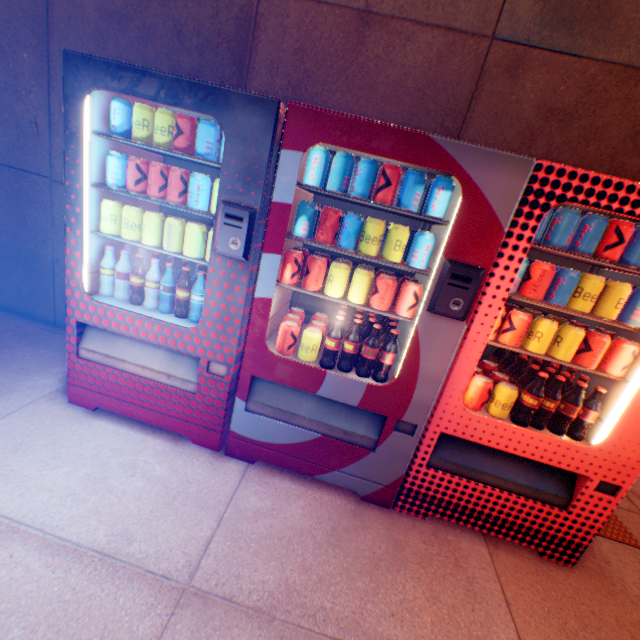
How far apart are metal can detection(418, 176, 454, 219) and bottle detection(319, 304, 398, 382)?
0.63m

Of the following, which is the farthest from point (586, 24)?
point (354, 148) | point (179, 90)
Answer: point (179, 90)

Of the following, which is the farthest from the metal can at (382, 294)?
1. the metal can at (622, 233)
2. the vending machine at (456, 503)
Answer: the metal can at (622, 233)

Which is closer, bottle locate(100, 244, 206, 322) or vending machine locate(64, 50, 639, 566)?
vending machine locate(64, 50, 639, 566)

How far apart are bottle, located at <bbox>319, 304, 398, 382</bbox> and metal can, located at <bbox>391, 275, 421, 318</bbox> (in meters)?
0.15

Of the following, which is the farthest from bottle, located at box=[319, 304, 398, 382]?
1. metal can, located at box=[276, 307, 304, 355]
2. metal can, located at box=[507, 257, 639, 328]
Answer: metal can, located at box=[507, 257, 639, 328]

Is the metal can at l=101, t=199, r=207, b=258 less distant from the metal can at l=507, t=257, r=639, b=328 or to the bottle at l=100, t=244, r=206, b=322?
the bottle at l=100, t=244, r=206, b=322

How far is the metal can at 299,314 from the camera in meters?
1.9
